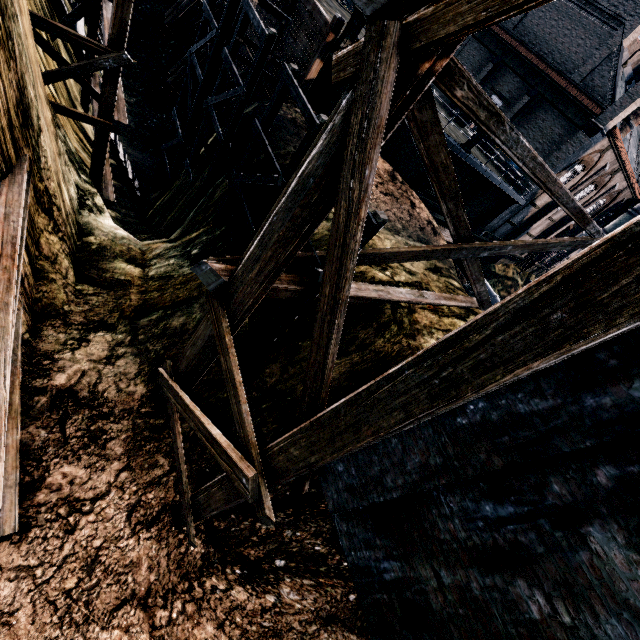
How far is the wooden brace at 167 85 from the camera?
21.3m

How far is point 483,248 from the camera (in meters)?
9.22

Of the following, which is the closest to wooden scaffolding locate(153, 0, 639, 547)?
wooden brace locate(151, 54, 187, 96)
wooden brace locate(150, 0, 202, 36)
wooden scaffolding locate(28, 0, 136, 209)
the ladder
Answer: wooden scaffolding locate(28, 0, 136, 209)

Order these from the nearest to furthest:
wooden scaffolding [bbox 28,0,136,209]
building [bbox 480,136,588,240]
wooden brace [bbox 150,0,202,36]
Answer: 1. wooden scaffolding [bbox 28,0,136,209]
2. wooden brace [bbox 150,0,202,36]
3. building [bbox 480,136,588,240]

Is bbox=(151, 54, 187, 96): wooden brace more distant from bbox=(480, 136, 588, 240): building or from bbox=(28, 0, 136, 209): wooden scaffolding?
bbox=(480, 136, 588, 240): building

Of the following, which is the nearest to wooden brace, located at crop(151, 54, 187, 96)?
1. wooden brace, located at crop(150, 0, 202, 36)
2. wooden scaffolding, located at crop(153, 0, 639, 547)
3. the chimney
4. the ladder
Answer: wooden brace, located at crop(150, 0, 202, 36)

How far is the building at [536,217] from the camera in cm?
3184

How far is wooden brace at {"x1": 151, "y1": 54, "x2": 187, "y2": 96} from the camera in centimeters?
2127cm
